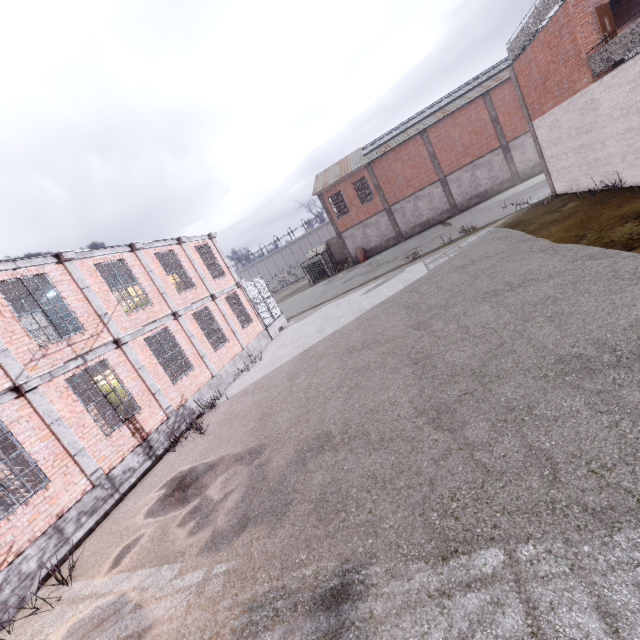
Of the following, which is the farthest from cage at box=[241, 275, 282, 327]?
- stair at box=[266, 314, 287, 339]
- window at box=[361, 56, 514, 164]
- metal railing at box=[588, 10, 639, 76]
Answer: metal railing at box=[588, 10, 639, 76]

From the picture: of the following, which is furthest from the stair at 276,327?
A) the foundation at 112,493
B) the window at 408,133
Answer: the window at 408,133

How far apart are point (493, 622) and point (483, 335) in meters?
5.6 m

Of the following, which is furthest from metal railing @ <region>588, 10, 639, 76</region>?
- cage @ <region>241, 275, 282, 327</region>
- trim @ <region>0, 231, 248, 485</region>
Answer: trim @ <region>0, 231, 248, 485</region>

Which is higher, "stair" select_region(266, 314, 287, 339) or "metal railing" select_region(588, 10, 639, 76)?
"metal railing" select_region(588, 10, 639, 76)

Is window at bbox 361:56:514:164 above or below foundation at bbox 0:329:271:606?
above

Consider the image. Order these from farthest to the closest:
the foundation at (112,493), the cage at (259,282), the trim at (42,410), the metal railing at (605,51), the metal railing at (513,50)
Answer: the cage at (259,282), the metal railing at (513,50), the metal railing at (605,51), the trim at (42,410), the foundation at (112,493)

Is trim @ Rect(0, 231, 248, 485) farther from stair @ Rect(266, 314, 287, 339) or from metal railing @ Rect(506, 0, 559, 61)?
metal railing @ Rect(506, 0, 559, 61)
